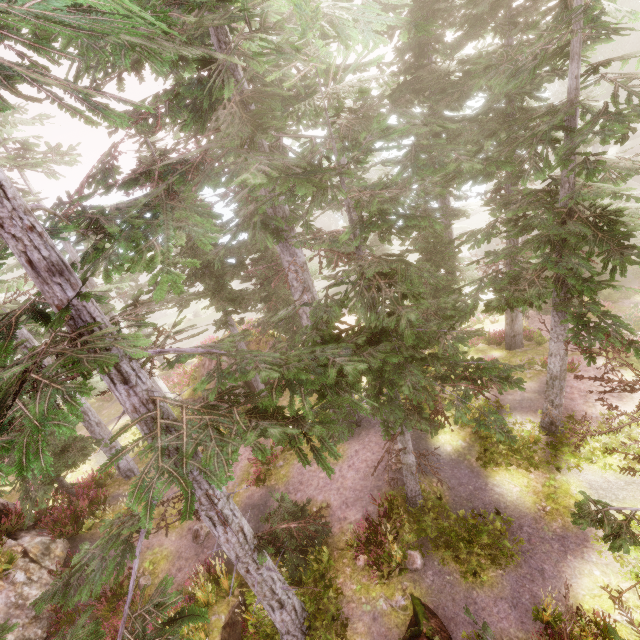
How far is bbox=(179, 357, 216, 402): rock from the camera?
19.6 meters

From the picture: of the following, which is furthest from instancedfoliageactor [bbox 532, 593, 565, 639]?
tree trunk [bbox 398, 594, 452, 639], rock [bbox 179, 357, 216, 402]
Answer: tree trunk [bbox 398, 594, 452, 639]

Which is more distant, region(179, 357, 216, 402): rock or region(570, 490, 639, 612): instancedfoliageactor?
region(179, 357, 216, 402): rock

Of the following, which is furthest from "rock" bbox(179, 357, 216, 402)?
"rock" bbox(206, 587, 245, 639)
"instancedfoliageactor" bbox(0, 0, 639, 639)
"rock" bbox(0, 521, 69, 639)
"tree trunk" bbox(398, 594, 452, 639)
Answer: "tree trunk" bbox(398, 594, 452, 639)

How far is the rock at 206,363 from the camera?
19.6 meters

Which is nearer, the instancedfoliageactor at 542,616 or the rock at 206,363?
the instancedfoliageactor at 542,616

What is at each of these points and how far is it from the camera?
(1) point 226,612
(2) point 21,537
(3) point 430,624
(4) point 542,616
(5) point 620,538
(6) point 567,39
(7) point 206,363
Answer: (1) rock, 9.55m
(2) rock, 11.39m
(3) tree trunk, 7.70m
(4) instancedfoliageactor, 7.42m
(5) instancedfoliageactor, 4.31m
(6) instancedfoliageactor, 7.17m
(7) rock, 19.94m

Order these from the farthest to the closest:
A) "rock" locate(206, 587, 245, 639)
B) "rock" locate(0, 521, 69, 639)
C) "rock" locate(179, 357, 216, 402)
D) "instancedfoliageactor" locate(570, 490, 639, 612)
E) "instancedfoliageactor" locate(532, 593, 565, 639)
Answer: "rock" locate(179, 357, 216, 402), "rock" locate(0, 521, 69, 639), "rock" locate(206, 587, 245, 639), "instancedfoliageactor" locate(532, 593, 565, 639), "instancedfoliageactor" locate(570, 490, 639, 612)
